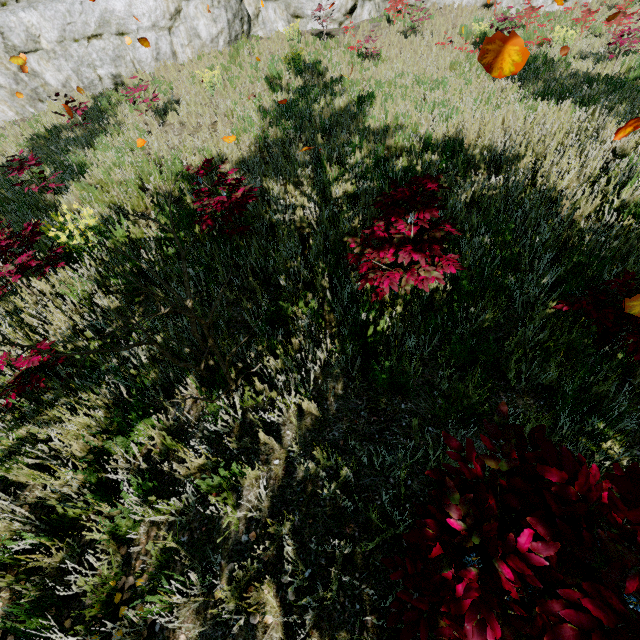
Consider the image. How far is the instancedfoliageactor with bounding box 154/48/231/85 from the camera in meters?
11.6

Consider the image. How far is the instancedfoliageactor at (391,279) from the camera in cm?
255

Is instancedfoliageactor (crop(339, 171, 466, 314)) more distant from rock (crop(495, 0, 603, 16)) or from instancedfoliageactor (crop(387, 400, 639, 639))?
rock (crop(495, 0, 603, 16))

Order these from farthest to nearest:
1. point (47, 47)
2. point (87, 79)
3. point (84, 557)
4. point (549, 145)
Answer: point (87, 79), point (47, 47), point (549, 145), point (84, 557)

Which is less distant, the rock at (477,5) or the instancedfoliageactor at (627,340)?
the instancedfoliageactor at (627,340)
